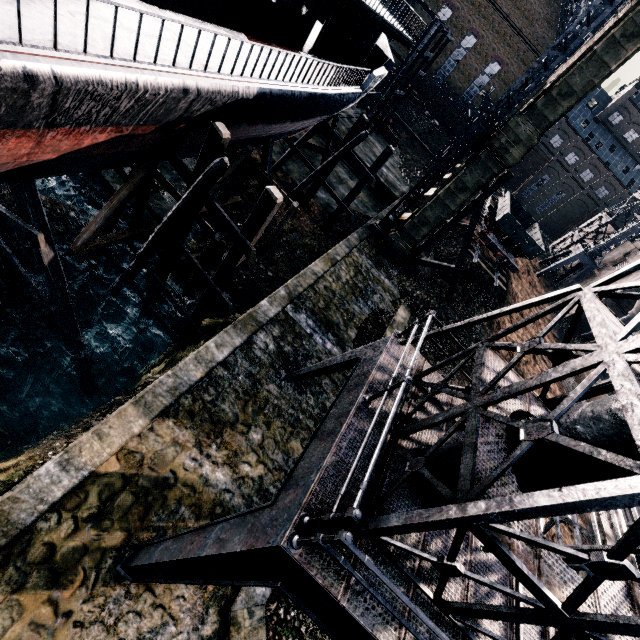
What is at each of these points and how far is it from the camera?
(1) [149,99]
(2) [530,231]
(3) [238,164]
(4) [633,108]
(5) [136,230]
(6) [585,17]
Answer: (1) ship, 8.0m
(2) rail car, 36.3m
(3) wooden support structure, 17.2m
(4) building, 59.5m
(5) wooden support structure, 15.0m
(6) building, 16.0m

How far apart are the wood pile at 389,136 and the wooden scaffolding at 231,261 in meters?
37.6 m

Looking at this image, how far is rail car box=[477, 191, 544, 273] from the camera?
29.47m

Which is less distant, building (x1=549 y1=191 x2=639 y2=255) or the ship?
the ship

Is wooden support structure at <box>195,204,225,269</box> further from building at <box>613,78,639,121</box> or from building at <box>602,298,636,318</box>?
building at <box>613,78,639,121</box>

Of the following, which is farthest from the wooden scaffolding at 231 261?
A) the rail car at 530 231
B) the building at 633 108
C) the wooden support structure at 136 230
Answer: the building at 633 108

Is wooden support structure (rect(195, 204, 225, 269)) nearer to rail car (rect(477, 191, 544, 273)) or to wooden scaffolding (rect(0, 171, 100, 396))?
wooden scaffolding (rect(0, 171, 100, 396))
